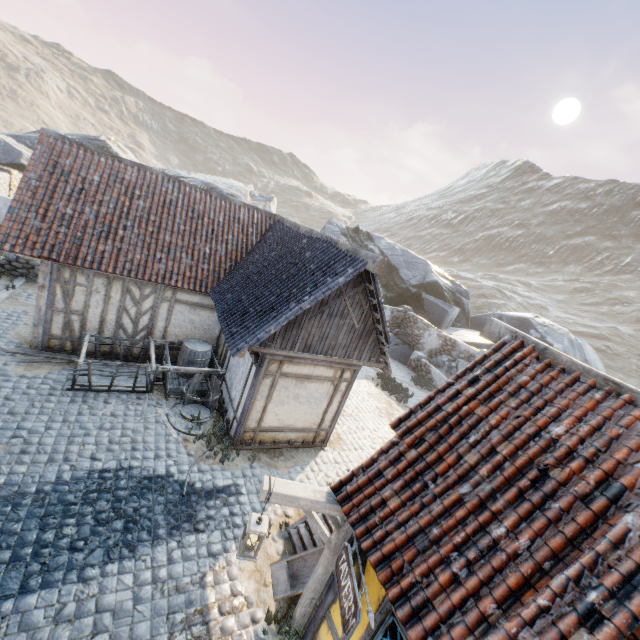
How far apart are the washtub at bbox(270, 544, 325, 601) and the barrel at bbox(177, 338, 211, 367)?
6.2m

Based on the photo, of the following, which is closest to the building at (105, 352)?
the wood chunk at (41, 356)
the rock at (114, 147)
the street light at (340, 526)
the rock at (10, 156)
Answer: the wood chunk at (41, 356)

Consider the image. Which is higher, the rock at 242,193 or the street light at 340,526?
the rock at 242,193

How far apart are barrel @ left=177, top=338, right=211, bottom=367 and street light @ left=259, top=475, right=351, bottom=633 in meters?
6.7 m

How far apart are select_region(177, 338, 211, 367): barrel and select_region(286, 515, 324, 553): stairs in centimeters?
567cm

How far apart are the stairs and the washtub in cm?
2

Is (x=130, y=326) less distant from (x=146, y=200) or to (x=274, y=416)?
(x=146, y=200)

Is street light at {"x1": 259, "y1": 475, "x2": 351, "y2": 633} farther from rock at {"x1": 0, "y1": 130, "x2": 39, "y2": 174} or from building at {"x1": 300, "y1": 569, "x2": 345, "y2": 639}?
rock at {"x1": 0, "y1": 130, "x2": 39, "y2": 174}
